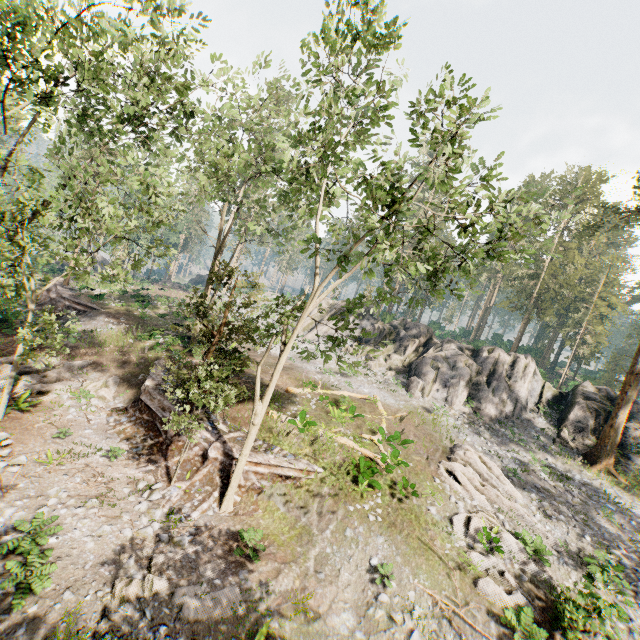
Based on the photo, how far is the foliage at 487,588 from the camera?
11.8m

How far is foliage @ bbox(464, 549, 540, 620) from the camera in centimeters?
1181cm

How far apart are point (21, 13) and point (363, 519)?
21.67m

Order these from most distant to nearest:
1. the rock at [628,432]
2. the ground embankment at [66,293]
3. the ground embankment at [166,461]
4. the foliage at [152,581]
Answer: the ground embankment at [66,293] → the rock at [628,432] → the ground embankment at [166,461] → the foliage at [152,581]

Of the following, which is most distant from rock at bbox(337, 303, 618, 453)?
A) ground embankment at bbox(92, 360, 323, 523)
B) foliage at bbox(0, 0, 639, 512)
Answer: ground embankment at bbox(92, 360, 323, 523)

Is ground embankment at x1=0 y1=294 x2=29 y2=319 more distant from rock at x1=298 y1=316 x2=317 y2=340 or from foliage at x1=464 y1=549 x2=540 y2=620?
rock at x1=298 y1=316 x2=317 y2=340

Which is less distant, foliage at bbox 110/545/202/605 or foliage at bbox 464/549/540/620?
foliage at bbox 110/545/202/605
